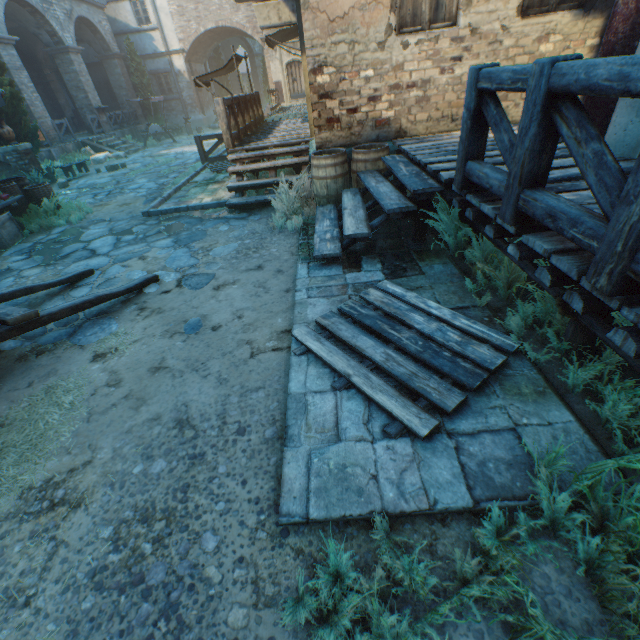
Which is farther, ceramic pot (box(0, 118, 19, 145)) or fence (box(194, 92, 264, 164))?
ceramic pot (box(0, 118, 19, 145))

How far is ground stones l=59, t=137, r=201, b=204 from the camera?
9.45m

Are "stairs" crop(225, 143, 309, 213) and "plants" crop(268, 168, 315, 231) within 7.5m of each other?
yes

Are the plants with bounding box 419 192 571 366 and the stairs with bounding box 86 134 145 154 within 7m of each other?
no

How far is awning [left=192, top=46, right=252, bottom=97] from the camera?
10.4 meters

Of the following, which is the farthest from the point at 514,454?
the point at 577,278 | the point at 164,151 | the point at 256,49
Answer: the point at 256,49

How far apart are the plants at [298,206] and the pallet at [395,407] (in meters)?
2.37

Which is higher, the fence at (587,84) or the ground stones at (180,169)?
the fence at (587,84)
